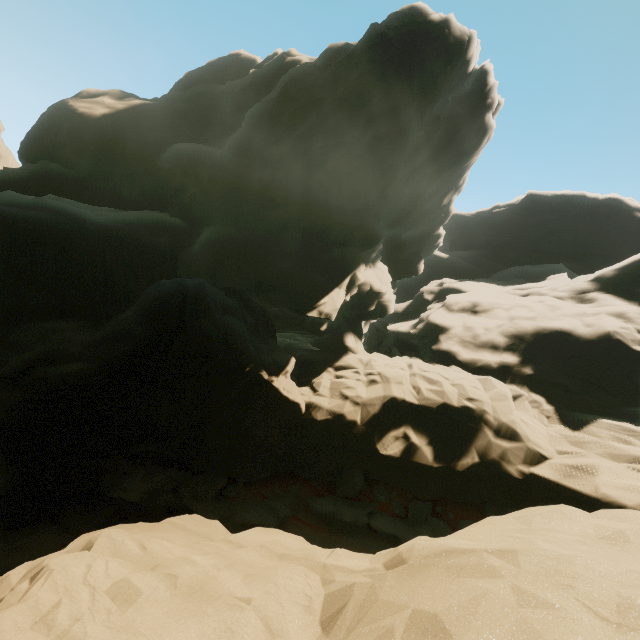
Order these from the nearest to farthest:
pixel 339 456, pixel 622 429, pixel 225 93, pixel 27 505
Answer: →
pixel 27 505
pixel 622 429
pixel 339 456
pixel 225 93

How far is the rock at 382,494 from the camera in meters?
15.9

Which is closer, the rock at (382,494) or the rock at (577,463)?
the rock at (577,463)

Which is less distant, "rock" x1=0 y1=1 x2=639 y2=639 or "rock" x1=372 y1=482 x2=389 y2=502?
"rock" x1=0 y1=1 x2=639 y2=639

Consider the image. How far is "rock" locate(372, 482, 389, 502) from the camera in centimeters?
1591cm
